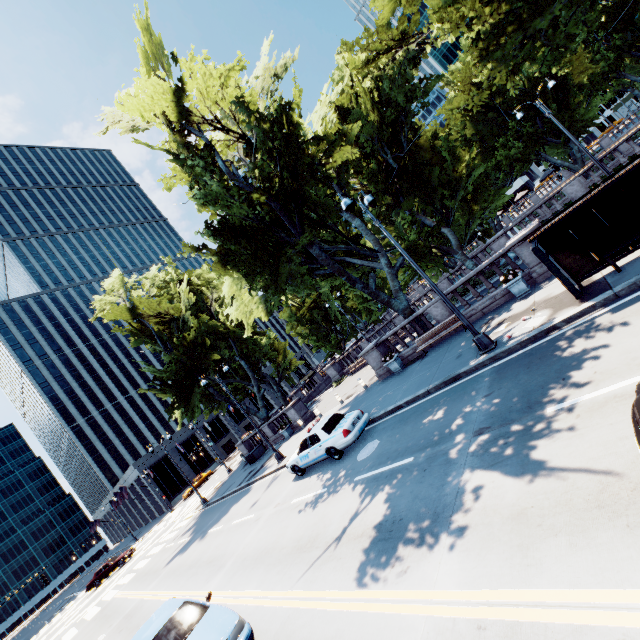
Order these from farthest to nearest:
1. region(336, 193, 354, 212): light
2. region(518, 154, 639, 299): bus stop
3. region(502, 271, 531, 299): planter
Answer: region(502, 271, 531, 299): planter → region(336, 193, 354, 212): light → region(518, 154, 639, 299): bus stop

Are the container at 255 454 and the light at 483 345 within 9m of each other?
no

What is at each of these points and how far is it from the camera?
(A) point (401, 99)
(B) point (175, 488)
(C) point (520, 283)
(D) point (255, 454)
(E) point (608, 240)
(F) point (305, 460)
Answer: (A) tree, 21.7 meters
(B) building, 55.7 meters
(C) planter, 13.5 meters
(D) container, 29.2 meters
(E) bus stop, 9.3 meters
(F) vehicle, 14.3 meters

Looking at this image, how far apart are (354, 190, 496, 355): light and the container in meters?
23.8

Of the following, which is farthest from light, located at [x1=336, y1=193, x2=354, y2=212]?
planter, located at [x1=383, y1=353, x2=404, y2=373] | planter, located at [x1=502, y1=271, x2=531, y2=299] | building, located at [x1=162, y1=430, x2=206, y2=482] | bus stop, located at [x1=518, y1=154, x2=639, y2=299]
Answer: building, located at [x1=162, y1=430, x2=206, y2=482]

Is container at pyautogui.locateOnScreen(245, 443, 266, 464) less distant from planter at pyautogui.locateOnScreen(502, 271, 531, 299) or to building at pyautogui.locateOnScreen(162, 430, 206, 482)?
planter at pyautogui.locateOnScreen(502, 271, 531, 299)

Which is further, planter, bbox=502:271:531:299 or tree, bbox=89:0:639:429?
tree, bbox=89:0:639:429

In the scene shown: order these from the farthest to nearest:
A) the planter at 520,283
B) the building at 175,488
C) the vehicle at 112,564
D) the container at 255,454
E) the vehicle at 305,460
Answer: the building at 175,488, the vehicle at 112,564, the container at 255,454, the planter at 520,283, the vehicle at 305,460
